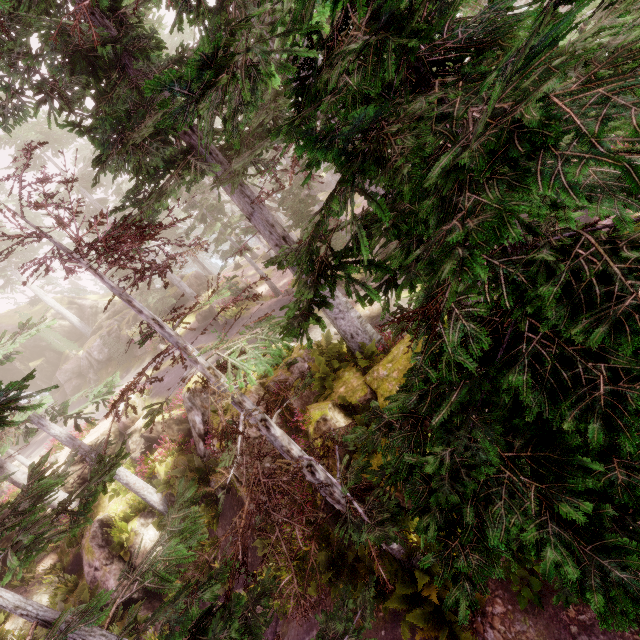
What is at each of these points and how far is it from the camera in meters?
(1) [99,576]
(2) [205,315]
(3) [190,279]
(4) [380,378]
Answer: (1) rock, 14.5 m
(2) rock, 27.2 m
(3) rock, 31.9 m
(4) rock, 10.2 m

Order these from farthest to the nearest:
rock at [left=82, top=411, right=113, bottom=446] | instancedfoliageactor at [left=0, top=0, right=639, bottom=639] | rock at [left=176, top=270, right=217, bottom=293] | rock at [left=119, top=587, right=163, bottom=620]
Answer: rock at [left=176, top=270, right=217, bottom=293], rock at [left=82, top=411, right=113, bottom=446], rock at [left=119, top=587, right=163, bottom=620], instancedfoliageactor at [left=0, top=0, right=639, bottom=639]

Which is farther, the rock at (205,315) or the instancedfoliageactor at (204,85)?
the rock at (205,315)

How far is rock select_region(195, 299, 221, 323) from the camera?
25.9 meters

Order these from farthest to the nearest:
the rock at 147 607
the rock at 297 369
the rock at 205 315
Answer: the rock at 205 315, the rock at 147 607, the rock at 297 369

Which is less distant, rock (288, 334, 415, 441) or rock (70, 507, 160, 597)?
rock (288, 334, 415, 441)

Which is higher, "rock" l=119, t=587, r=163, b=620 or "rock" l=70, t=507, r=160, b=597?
"rock" l=70, t=507, r=160, b=597

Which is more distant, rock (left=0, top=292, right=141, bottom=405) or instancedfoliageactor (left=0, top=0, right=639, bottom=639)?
rock (left=0, top=292, right=141, bottom=405)
